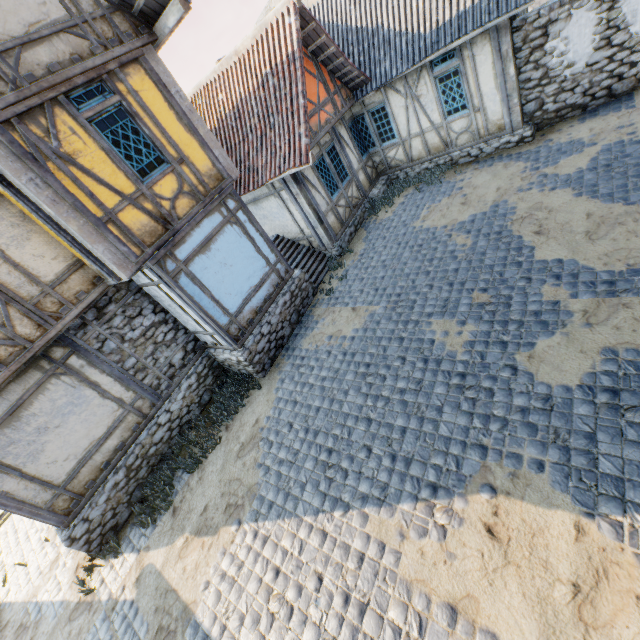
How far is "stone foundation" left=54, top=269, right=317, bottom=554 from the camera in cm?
712

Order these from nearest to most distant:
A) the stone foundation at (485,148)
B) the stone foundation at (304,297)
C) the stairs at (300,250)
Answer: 1. the stone foundation at (304,297)
2. the stone foundation at (485,148)
3. the stairs at (300,250)

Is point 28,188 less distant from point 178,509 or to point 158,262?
point 158,262

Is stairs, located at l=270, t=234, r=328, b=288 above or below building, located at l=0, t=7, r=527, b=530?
below

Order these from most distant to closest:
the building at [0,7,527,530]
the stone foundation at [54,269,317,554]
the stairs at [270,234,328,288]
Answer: the stairs at [270,234,328,288], the stone foundation at [54,269,317,554], the building at [0,7,527,530]

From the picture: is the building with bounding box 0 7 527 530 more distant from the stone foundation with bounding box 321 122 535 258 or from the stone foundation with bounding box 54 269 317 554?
the stone foundation with bounding box 321 122 535 258

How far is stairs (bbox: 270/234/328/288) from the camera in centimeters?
1076cm

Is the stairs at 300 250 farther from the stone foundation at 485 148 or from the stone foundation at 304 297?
the stone foundation at 485 148
